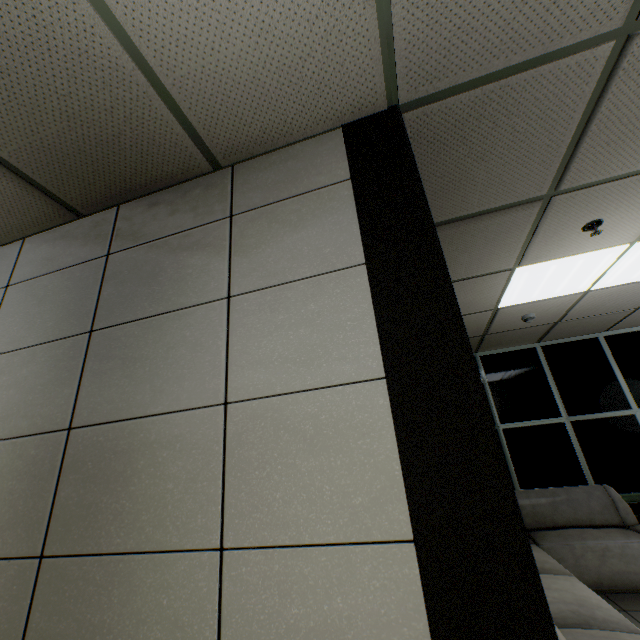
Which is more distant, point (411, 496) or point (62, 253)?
point (62, 253)
